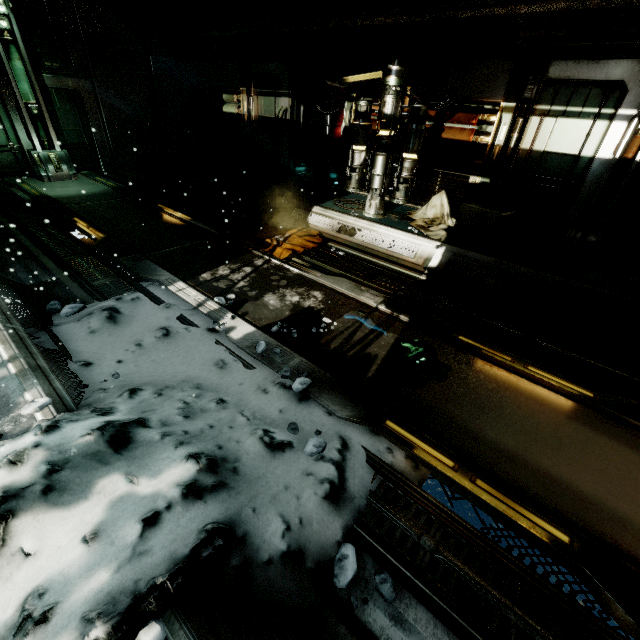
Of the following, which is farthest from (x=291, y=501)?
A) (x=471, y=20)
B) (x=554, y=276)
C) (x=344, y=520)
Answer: (x=471, y=20)

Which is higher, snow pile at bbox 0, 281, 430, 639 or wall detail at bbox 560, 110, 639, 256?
wall detail at bbox 560, 110, 639, 256

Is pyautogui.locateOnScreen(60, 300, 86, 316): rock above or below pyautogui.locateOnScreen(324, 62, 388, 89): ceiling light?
below

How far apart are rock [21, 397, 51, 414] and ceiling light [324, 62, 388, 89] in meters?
7.1 m

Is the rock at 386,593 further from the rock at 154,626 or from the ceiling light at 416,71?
the ceiling light at 416,71

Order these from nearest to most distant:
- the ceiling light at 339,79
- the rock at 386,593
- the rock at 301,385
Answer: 1. the rock at 386,593
2. the rock at 301,385
3. the ceiling light at 339,79

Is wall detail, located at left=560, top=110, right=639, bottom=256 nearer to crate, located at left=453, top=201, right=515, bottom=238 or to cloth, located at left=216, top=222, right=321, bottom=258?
crate, located at left=453, top=201, right=515, bottom=238

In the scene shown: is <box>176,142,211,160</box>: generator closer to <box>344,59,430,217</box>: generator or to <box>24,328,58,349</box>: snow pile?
<box>344,59,430,217</box>: generator
